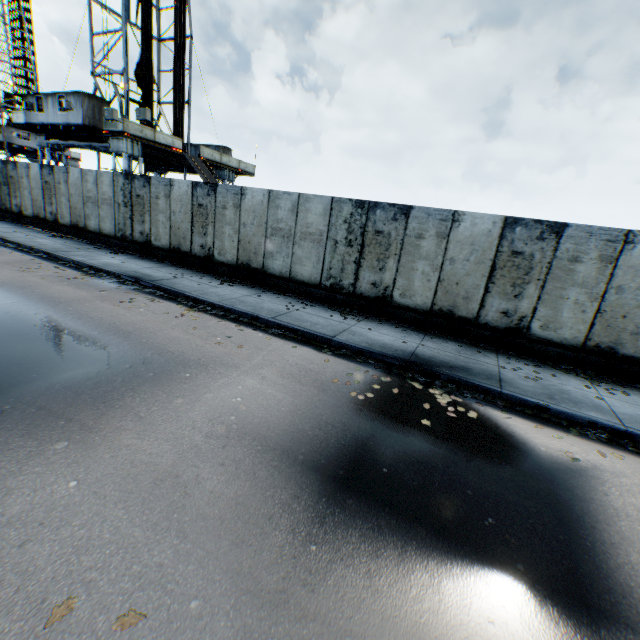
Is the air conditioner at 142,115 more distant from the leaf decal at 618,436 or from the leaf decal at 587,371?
the leaf decal at 587,371

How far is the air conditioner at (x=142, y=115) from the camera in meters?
17.1 m

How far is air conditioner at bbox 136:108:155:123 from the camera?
17.1 meters

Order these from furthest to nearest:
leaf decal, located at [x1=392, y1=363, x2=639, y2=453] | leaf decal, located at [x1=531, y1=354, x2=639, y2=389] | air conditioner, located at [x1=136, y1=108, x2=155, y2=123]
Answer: air conditioner, located at [x1=136, y1=108, x2=155, y2=123]
leaf decal, located at [x1=531, y1=354, x2=639, y2=389]
leaf decal, located at [x1=392, y1=363, x2=639, y2=453]

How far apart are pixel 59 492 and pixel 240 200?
10.50m

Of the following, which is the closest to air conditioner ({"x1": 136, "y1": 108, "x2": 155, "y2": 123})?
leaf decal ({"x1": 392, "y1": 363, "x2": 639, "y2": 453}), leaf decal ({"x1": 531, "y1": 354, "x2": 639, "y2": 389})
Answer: leaf decal ({"x1": 392, "y1": 363, "x2": 639, "y2": 453})

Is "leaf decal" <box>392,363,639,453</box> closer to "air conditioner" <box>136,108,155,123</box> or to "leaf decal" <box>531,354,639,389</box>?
"leaf decal" <box>531,354,639,389</box>
